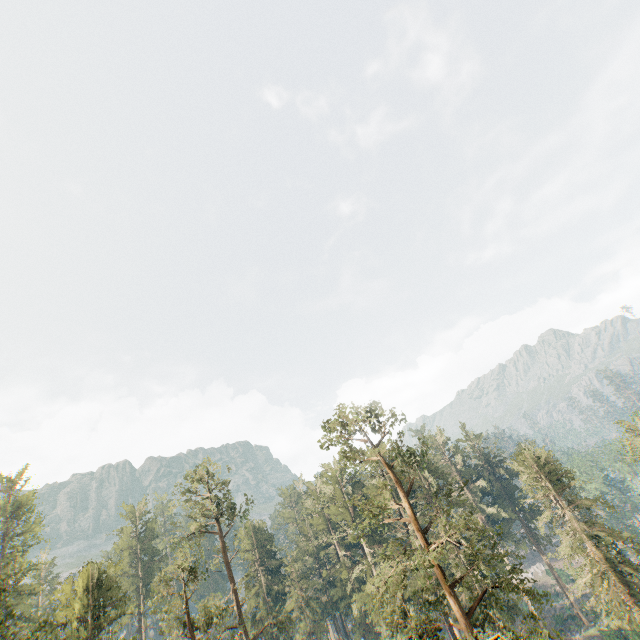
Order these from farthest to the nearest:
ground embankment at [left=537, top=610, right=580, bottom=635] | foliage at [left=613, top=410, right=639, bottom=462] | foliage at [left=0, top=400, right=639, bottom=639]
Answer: ground embankment at [left=537, top=610, right=580, bottom=635], foliage at [left=613, top=410, right=639, bottom=462], foliage at [left=0, top=400, right=639, bottom=639]

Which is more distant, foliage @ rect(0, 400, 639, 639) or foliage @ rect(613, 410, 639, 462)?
foliage @ rect(613, 410, 639, 462)

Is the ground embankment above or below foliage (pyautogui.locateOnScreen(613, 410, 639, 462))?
below

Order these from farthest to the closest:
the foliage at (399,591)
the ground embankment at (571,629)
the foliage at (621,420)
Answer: the ground embankment at (571,629)
the foliage at (621,420)
the foliage at (399,591)

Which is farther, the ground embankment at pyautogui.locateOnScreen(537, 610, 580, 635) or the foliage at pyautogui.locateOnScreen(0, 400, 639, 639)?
the ground embankment at pyautogui.locateOnScreen(537, 610, 580, 635)

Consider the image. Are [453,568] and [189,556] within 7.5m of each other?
no

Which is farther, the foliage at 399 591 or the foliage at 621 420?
the foliage at 621 420
